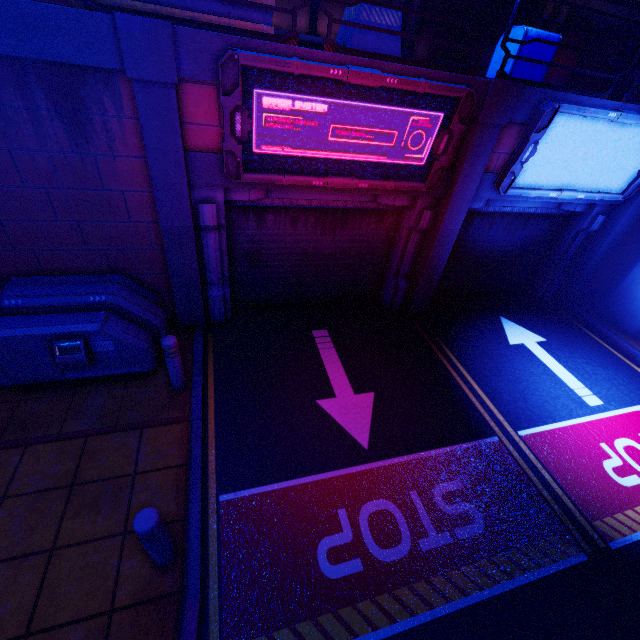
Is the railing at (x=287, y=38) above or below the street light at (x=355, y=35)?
below

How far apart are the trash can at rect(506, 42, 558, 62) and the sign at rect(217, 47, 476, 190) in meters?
1.6

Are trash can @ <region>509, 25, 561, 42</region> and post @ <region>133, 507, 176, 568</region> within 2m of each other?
no

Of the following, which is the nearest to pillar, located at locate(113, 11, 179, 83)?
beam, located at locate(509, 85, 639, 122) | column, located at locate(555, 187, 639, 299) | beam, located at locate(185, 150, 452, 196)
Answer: beam, located at locate(185, 150, 452, 196)

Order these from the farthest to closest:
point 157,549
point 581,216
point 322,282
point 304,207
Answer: point 581,216 < point 322,282 < point 304,207 < point 157,549

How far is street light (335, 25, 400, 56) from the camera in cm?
502

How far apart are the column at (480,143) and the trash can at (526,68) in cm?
70

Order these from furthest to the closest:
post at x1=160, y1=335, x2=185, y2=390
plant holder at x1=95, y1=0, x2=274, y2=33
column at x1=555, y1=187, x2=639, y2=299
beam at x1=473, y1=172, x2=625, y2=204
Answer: column at x1=555, y1=187, x2=639, y2=299 → beam at x1=473, y1=172, x2=625, y2=204 → post at x1=160, y1=335, x2=185, y2=390 → plant holder at x1=95, y1=0, x2=274, y2=33
